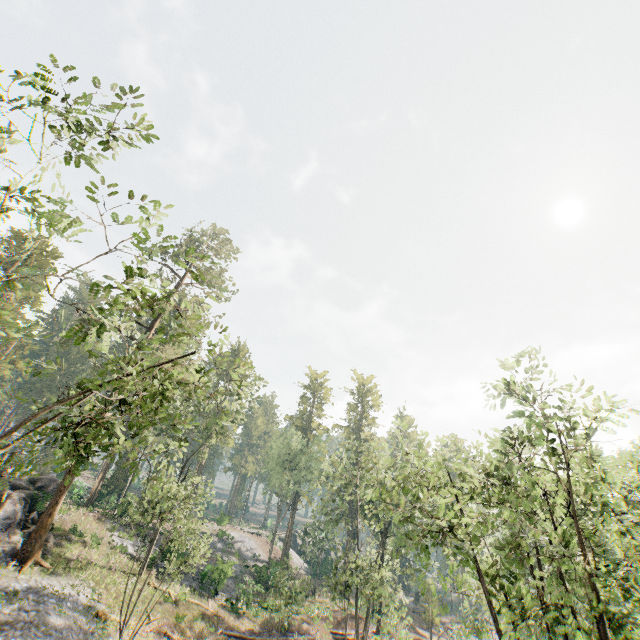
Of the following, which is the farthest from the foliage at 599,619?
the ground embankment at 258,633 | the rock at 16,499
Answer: the ground embankment at 258,633

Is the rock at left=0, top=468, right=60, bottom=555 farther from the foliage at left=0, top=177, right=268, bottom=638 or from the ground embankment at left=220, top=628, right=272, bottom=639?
the ground embankment at left=220, top=628, right=272, bottom=639

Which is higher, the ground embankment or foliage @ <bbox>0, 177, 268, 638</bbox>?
foliage @ <bbox>0, 177, 268, 638</bbox>

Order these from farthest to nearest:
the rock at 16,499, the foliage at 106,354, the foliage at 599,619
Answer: the rock at 16,499 → the foliage at 599,619 → the foliage at 106,354

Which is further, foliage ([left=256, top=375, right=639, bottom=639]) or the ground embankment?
the ground embankment

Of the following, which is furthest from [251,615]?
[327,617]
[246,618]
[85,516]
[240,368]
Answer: [240,368]

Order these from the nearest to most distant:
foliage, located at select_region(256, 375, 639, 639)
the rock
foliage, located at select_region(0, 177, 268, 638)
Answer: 1. foliage, located at select_region(0, 177, 268, 638)
2. foliage, located at select_region(256, 375, 639, 639)
3. the rock

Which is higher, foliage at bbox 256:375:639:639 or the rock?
foliage at bbox 256:375:639:639
